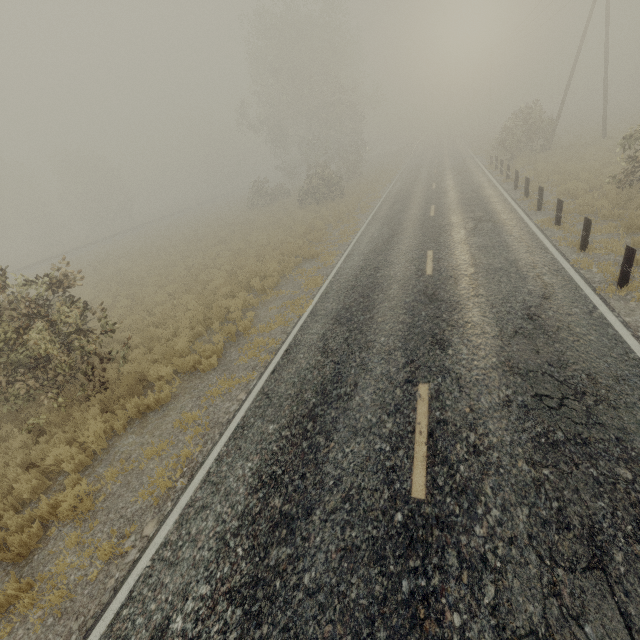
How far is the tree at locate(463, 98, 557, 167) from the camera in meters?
24.0

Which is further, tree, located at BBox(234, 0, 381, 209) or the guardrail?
tree, located at BBox(234, 0, 381, 209)

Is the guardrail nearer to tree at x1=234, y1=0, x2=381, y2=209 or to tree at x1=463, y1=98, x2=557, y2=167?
tree at x1=463, y1=98, x2=557, y2=167

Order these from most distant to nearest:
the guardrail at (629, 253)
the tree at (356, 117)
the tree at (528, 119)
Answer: the tree at (356, 117), the tree at (528, 119), the guardrail at (629, 253)

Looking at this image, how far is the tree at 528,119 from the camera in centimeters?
2398cm

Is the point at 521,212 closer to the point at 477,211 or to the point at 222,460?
the point at 477,211

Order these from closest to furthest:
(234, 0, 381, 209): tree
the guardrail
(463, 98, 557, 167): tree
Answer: the guardrail → (463, 98, 557, 167): tree → (234, 0, 381, 209): tree

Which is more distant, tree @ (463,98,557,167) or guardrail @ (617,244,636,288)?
tree @ (463,98,557,167)
